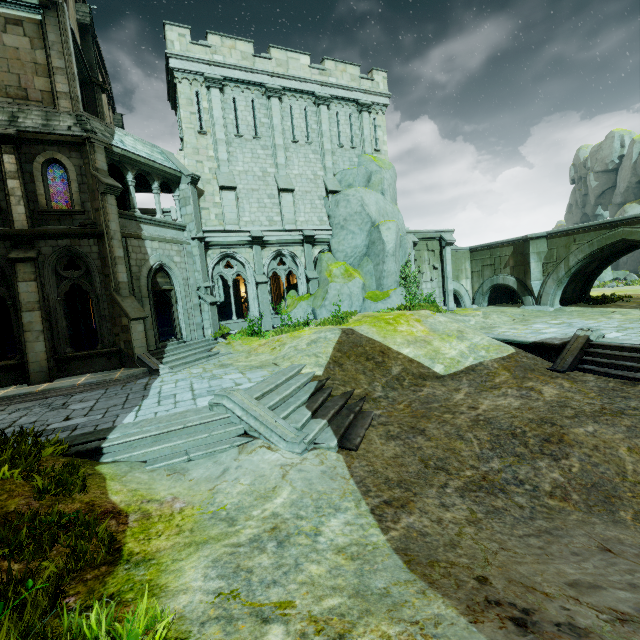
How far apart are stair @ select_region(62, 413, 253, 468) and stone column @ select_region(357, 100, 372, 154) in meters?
19.9 m

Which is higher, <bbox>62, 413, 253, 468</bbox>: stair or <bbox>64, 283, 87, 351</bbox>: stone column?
<bbox>64, 283, 87, 351</bbox>: stone column

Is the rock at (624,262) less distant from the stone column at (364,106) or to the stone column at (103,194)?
the stone column at (364,106)

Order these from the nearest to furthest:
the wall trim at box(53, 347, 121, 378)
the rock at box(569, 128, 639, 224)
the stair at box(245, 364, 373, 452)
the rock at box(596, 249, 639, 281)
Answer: the stair at box(245, 364, 373, 452)
the wall trim at box(53, 347, 121, 378)
the rock at box(596, 249, 639, 281)
the rock at box(569, 128, 639, 224)

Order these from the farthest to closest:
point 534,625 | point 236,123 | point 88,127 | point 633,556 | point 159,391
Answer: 1. point 236,123
2. point 88,127
3. point 159,391
4. point 633,556
5. point 534,625

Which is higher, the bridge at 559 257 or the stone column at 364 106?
the stone column at 364 106

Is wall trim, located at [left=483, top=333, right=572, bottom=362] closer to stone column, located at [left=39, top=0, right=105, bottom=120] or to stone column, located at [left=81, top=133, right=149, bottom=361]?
stone column, located at [left=81, top=133, right=149, bottom=361]

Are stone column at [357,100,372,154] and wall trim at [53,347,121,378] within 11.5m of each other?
no
